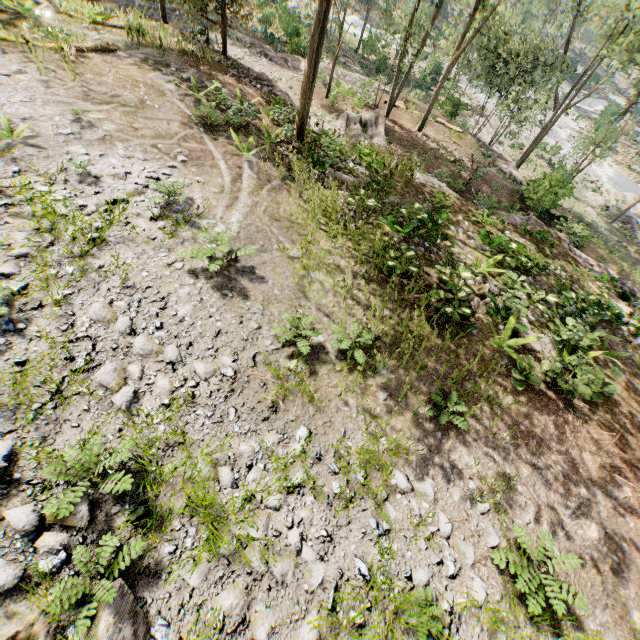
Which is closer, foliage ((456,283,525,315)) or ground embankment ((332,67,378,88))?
foliage ((456,283,525,315))

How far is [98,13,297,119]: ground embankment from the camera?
15.6 meters

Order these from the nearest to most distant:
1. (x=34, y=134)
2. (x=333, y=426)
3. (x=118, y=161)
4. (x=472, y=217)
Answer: (x=333, y=426) → (x=34, y=134) → (x=118, y=161) → (x=472, y=217)

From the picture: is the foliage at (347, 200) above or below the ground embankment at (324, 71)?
above

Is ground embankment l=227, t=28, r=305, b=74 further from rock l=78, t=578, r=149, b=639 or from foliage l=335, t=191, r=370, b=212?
rock l=78, t=578, r=149, b=639

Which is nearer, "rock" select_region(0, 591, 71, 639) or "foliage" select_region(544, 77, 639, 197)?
"rock" select_region(0, 591, 71, 639)

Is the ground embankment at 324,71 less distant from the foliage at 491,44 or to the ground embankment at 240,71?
the foliage at 491,44

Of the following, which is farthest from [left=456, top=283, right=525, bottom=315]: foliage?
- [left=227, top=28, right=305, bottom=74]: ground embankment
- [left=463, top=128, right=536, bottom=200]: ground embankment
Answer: [left=463, top=128, right=536, bottom=200]: ground embankment
